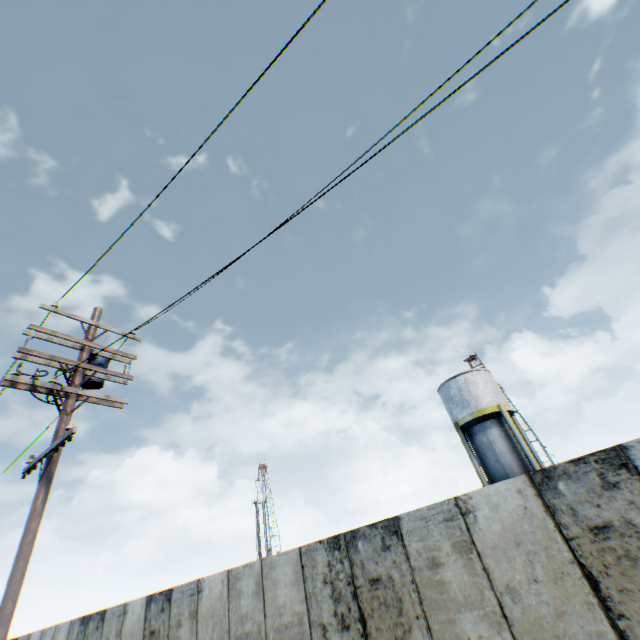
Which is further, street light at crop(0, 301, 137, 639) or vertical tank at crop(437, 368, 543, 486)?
vertical tank at crop(437, 368, 543, 486)

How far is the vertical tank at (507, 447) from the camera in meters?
20.0 m

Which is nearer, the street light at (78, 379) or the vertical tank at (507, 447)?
the street light at (78, 379)

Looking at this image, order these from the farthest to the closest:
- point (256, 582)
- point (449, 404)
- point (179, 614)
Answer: point (449, 404), point (179, 614), point (256, 582)

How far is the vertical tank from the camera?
20.0 meters
